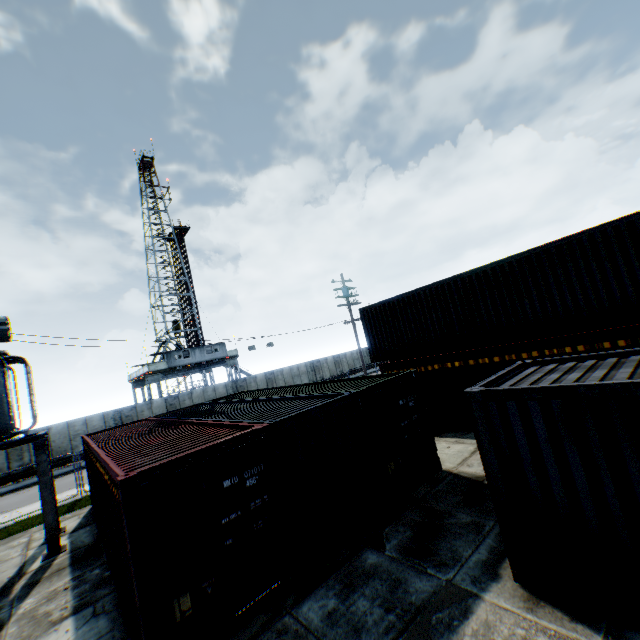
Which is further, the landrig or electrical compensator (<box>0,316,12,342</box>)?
the landrig

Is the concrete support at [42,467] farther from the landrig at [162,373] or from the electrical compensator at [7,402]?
the landrig at [162,373]

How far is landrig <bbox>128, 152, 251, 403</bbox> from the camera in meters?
35.7

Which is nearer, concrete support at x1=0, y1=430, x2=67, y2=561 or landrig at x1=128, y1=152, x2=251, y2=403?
concrete support at x1=0, y1=430, x2=67, y2=561

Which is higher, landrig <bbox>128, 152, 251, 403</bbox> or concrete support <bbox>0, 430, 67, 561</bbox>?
landrig <bbox>128, 152, 251, 403</bbox>

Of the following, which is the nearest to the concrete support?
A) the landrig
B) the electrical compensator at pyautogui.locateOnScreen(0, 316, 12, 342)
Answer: the electrical compensator at pyautogui.locateOnScreen(0, 316, 12, 342)

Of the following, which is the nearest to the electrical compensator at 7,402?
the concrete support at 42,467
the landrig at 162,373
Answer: the concrete support at 42,467

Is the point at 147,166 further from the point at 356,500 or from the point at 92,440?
the point at 356,500
